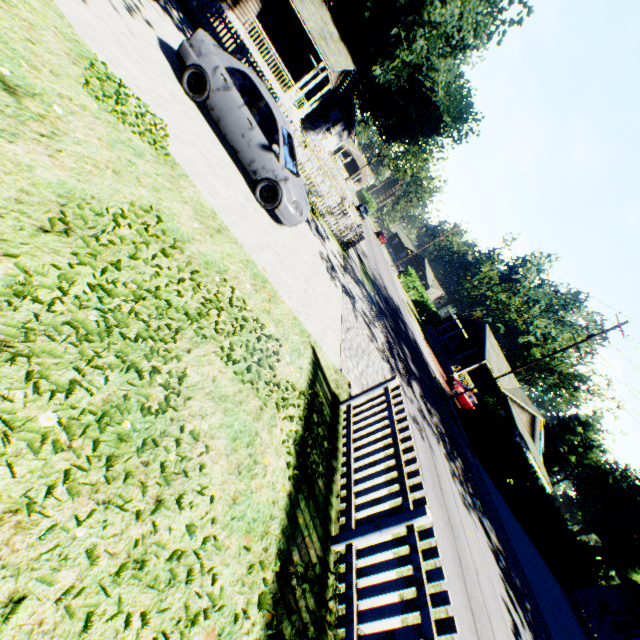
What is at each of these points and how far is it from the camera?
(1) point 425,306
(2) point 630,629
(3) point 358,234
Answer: (1) hedge, 55.7 meters
(2) house, 24.8 meters
(3) fence, 16.7 meters

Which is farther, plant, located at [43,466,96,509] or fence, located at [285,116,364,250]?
fence, located at [285,116,364,250]

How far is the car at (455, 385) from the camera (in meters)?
30.55

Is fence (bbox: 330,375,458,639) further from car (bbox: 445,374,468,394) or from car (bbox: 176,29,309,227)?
car (bbox: 445,374,468,394)

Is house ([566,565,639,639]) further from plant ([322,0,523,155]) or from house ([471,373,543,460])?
house ([471,373,543,460])

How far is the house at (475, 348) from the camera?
35.2m

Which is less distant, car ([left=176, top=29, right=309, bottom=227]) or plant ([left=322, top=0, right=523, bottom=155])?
car ([left=176, top=29, right=309, bottom=227])

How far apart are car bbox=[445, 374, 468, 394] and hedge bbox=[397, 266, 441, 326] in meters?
24.3 m
